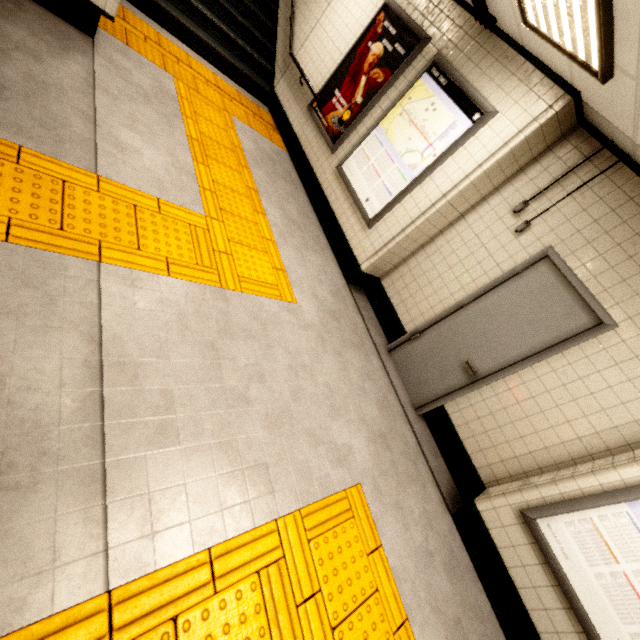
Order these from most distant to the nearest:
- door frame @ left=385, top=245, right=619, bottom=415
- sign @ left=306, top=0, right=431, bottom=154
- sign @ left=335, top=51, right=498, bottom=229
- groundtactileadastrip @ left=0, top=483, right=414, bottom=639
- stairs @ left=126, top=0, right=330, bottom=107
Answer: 1. stairs @ left=126, top=0, right=330, bottom=107
2. sign @ left=306, top=0, right=431, bottom=154
3. sign @ left=335, top=51, right=498, bottom=229
4. door frame @ left=385, top=245, right=619, bottom=415
5. groundtactileadastrip @ left=0, top=483, right=414, bottom=639

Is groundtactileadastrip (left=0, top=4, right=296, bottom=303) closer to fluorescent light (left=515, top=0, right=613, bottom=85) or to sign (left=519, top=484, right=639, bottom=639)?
sign (left=519, top=484, right=639, bottom=639)

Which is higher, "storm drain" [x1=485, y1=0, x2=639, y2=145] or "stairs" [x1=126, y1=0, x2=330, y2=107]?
"storm drain" [x1=485, y1=0, x2=639, y2=145]

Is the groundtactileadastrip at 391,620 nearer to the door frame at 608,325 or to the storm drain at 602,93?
the door frame at 608,325

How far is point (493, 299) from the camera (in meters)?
3.50

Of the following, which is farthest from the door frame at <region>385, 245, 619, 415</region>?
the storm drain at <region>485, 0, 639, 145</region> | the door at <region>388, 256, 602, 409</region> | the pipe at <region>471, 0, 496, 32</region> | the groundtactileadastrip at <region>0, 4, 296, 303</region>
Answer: the pipe at <region>471, 0, 496, 32</region>

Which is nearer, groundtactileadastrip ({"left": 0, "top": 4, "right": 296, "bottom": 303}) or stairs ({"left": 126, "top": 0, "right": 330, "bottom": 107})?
groundtactileadastrip ({"left": 0, "top": 4, "right": 296, "bottom": 303})

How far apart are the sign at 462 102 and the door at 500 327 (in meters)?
1.46
